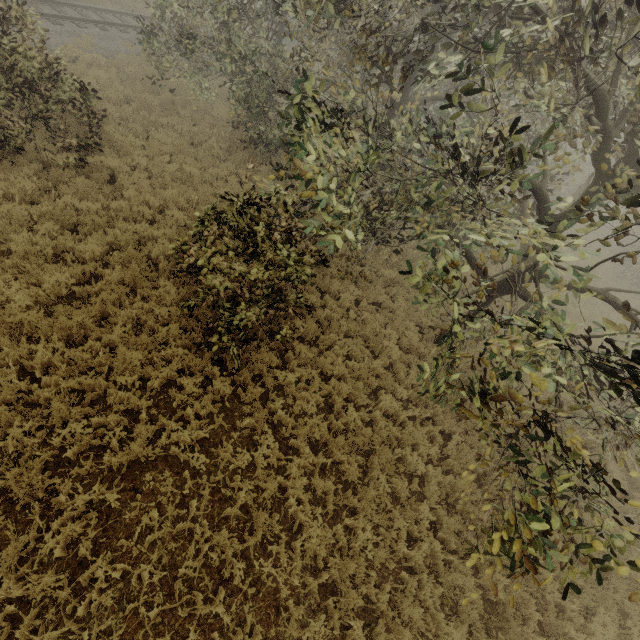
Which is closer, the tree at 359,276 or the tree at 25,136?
the tree at 25,136

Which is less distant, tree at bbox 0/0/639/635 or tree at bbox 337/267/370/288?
tree at bbox 0/0/639/635

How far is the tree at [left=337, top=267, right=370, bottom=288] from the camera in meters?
6.8 m

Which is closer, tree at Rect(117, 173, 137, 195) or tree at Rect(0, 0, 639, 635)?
tree at Rect(0, 0, 639, 635)

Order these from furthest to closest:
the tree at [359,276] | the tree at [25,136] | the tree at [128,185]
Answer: the tree at [128,185], the tree at [359,276], the tree at [25,136]

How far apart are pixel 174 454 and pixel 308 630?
3.7 meters

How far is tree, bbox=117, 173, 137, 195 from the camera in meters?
9.6 m

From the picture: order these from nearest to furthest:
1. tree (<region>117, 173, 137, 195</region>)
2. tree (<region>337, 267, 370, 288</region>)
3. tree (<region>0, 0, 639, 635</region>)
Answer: tree (<region>0, 0, 639, 635</region>) < tree (<region>337, 267, 370, 288</region>) < tree (<region>117, 173, 137, 195</region>)
